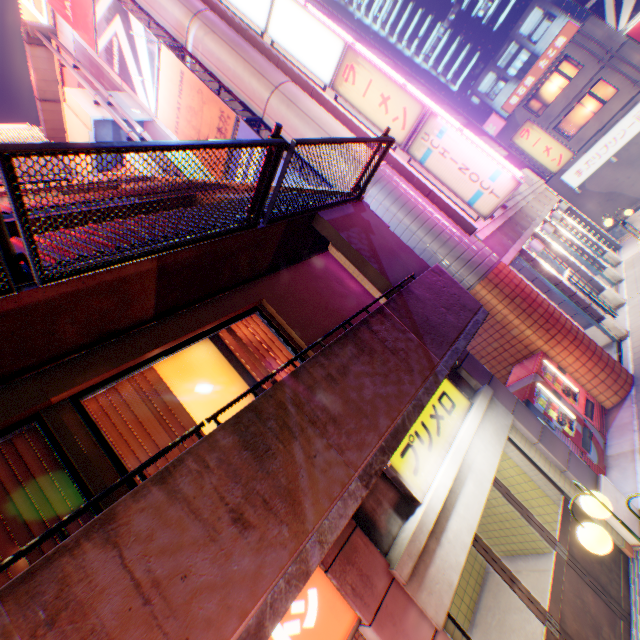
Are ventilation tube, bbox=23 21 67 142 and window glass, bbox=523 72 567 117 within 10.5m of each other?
no

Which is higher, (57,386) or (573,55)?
(573,55)

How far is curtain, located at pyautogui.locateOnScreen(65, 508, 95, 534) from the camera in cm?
306

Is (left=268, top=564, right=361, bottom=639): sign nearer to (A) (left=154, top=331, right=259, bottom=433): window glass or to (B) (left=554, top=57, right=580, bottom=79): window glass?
(A) (left=154, top=331, right=259, bottom=433): window glass

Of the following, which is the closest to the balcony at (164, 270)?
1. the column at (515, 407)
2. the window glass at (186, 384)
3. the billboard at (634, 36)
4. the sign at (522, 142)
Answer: the window glass at (186, 384)

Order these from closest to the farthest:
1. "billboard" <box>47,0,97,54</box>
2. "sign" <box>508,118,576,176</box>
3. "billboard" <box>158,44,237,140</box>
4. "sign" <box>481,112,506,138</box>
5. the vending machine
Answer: the vending machine
"billboard" <box>158,44,237,140</box>
"billboard" <box>47,0,97,54</box>
"sign" <box>508,118,576,176</box>
"sign" <box>481,112,506,138</box>

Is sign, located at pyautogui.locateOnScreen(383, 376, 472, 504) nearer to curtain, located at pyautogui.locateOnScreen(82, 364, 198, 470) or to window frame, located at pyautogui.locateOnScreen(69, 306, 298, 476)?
window frame, located at pyautogui.locateOnScreen(69, 306, 298, 476)

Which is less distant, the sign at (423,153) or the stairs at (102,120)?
the sign at (423,153)
